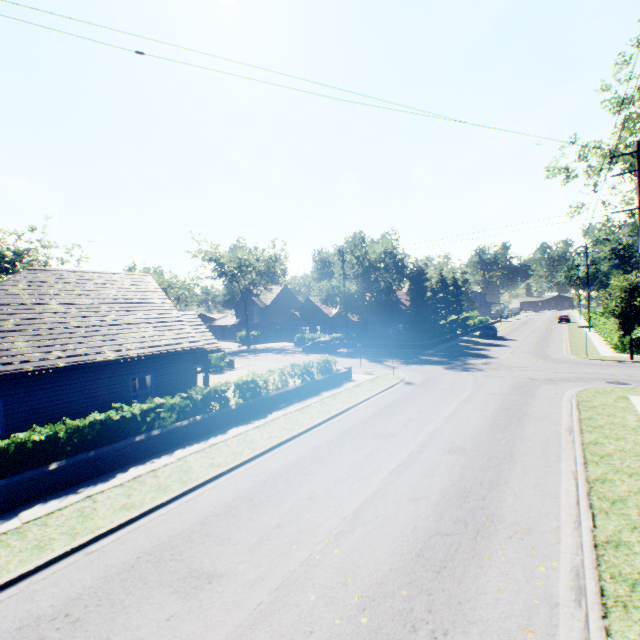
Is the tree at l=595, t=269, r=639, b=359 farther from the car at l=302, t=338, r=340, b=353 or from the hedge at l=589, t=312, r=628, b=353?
the hedge at l=589, t=312, r=628, b=353

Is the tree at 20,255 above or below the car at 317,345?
above

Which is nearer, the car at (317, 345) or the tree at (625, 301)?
the tree at (625, 301)

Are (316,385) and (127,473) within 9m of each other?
no

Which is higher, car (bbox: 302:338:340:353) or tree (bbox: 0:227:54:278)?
tree (bbox: 0:227:54:278)

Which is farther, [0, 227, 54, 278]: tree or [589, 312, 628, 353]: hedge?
[0, 227, 54, 278]: tree

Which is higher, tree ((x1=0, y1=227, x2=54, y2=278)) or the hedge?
tree ((x1=0, y1=227, x2=54, y2=278))

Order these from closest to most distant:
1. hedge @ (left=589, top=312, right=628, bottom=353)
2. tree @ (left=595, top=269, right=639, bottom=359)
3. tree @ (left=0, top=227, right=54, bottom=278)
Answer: tree @ (left=595, top=269, right=639, bottom=359), hedge @ (left=589, top=312, right=628, bottom=353), tree @ (left=0, top=227, right=54, bottom=278)
